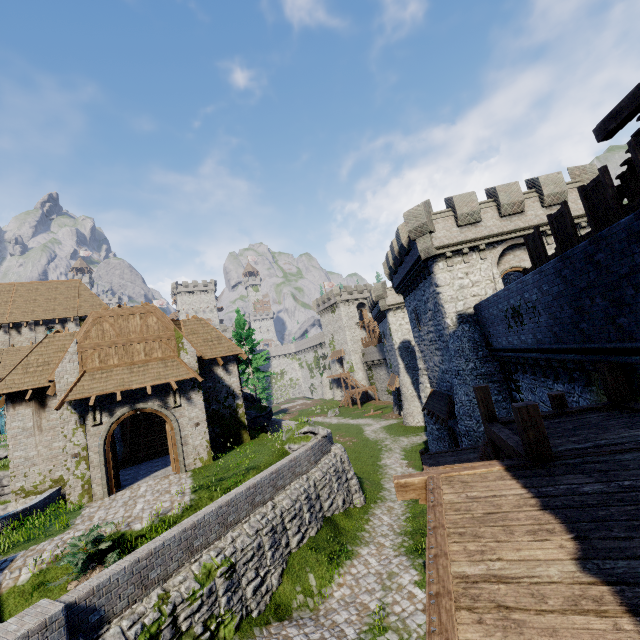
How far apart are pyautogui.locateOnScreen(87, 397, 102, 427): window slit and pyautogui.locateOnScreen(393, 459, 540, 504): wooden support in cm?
1551

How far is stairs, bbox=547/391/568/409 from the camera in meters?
8.2 m

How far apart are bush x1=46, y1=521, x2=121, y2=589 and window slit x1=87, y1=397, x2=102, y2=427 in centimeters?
684cm

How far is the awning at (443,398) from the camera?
20.2 meters

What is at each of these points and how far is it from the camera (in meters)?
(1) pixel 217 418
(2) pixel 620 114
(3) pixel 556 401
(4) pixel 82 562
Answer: (1) building, 20.81
(2) wooden beam, 7.06
(3) stairs, 8.26
(4) bush, 9.02

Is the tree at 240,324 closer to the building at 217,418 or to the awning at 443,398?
the building at 217,418

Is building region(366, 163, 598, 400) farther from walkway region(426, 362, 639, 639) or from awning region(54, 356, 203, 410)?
awning region(54, 356, 203, 410)

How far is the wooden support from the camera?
5.5m
